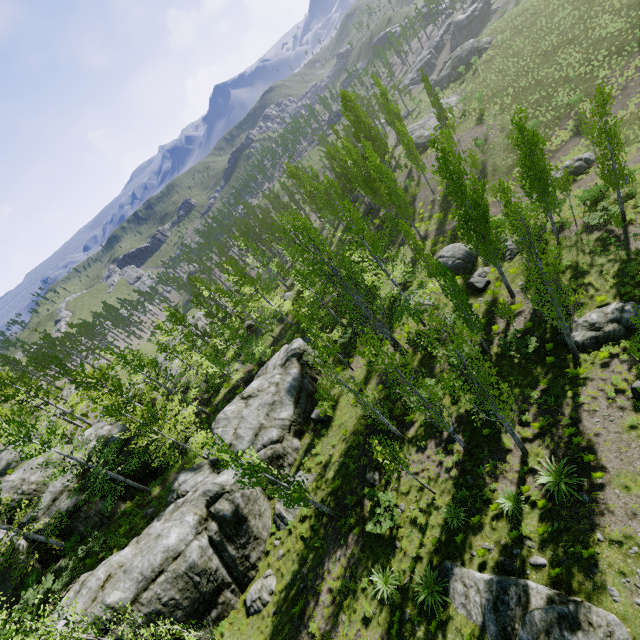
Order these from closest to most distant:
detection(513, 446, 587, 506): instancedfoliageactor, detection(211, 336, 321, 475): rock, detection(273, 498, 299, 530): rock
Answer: detection(513, 446, 587, 506): instancedfoliageactor, detection(273, 498, 299, 530): rock, detection(211, 336, 321, 475): rock

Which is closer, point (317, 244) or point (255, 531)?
point (255, 531)

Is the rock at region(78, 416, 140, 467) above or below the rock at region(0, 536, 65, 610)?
above

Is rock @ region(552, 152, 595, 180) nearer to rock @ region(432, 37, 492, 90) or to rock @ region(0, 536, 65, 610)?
rock @ region(0, 536, 65, 610)

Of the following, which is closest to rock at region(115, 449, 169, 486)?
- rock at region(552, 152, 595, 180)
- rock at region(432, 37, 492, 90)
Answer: rock at region(552, 152, 595, 180)

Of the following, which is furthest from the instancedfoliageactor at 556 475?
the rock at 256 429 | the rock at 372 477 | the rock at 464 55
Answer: the rock at 464 55

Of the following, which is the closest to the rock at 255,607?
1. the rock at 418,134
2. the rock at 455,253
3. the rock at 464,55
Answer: the rock at 455,253

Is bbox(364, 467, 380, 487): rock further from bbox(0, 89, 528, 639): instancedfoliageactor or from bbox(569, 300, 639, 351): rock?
bbox(569, 300, 639, 351): rock
